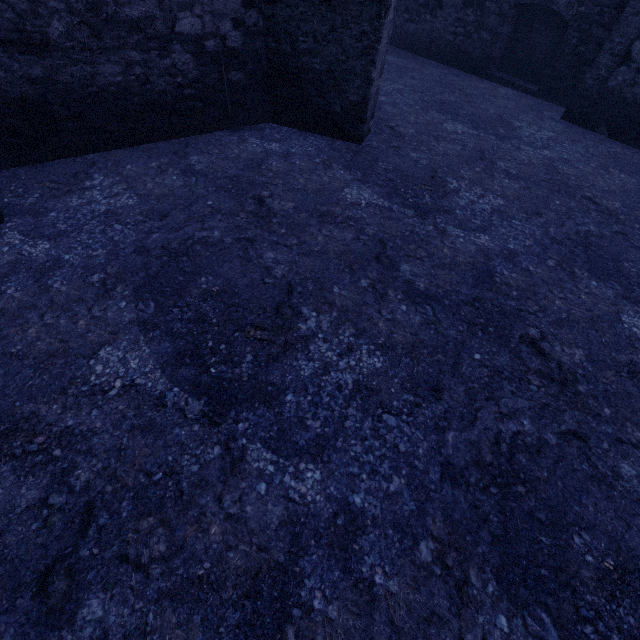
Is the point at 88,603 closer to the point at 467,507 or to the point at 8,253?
the point at 467,507
